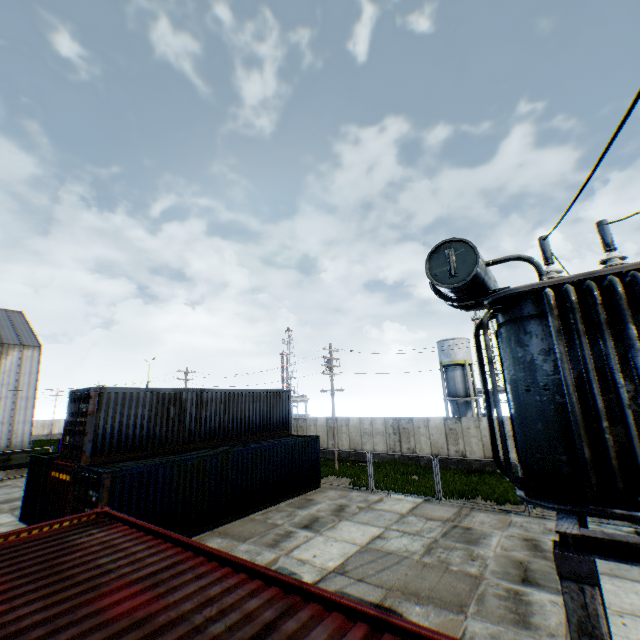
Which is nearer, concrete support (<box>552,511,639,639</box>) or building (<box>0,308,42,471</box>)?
concrete support (<box>552,511,639,639</box>)

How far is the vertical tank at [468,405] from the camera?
40.3 meters

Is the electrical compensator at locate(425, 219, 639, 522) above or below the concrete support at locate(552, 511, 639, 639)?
above

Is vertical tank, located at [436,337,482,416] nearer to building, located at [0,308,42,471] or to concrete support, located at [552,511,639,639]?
concrete support, located at [552,511,639,639]

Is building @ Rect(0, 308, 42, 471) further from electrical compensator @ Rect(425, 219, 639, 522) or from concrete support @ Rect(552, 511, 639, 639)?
concrete support @ Rect(552, 511, 639, 639)

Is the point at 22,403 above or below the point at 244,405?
above

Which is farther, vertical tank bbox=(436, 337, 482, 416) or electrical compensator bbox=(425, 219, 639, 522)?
vertical tank bbox=(436, 337, 482, 416)

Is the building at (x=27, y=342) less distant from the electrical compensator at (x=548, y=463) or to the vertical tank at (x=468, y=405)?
the electrical compensator at (x=548, y=463)
